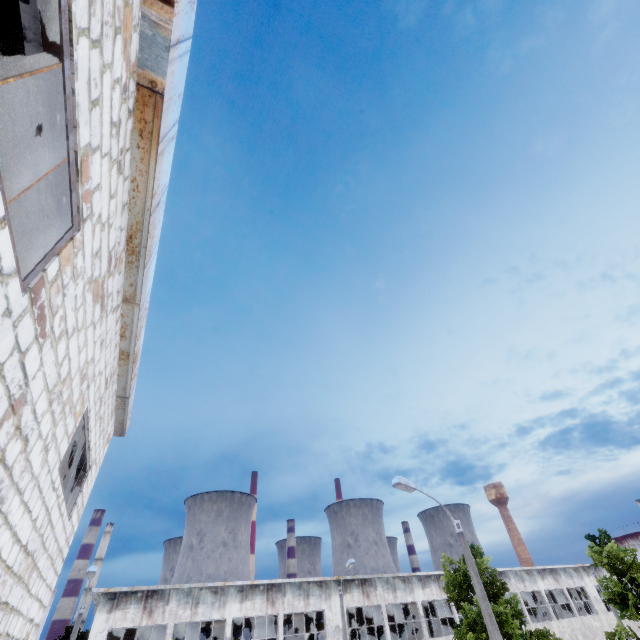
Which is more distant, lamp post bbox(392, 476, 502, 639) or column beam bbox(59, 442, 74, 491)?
lamp post bbox(392, 476, 502, 639)

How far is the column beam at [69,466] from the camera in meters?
7.3 m

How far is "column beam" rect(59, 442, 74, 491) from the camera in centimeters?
732cm

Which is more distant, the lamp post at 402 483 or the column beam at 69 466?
the lamp post at 402 483

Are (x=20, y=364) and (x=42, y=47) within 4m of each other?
yes
